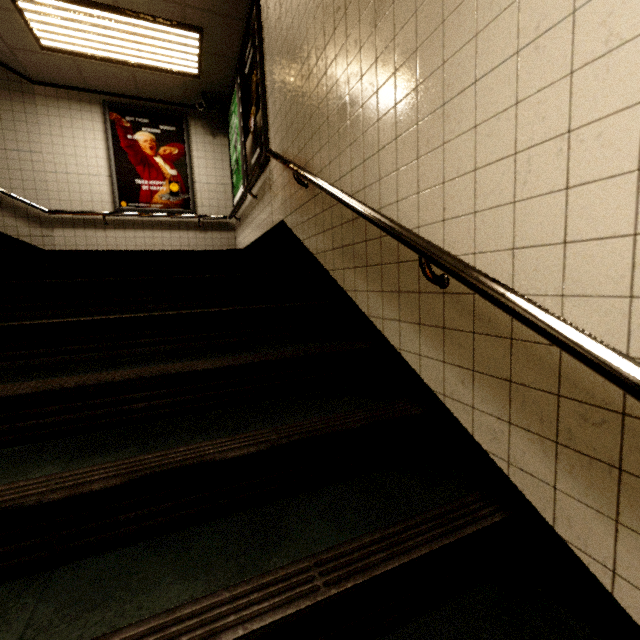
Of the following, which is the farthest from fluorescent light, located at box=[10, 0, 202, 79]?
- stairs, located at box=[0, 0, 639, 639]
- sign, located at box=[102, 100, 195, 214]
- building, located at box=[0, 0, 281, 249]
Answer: stairs, located at box=[0, 0, 639, 639]

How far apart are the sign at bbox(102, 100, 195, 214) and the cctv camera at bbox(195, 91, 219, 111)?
0.4 meters

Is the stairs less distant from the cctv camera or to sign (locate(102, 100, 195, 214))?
the cctv camera

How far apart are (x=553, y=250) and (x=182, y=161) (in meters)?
6.43

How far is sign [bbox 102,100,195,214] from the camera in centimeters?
541cm

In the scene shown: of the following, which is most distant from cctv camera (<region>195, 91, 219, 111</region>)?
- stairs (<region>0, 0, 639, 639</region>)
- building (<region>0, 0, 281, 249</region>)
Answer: stairs (<region>0, 0, 639, 639</region>)

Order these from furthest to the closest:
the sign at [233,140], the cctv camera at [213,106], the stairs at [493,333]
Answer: the cctv camera at [213,106]
the sign at [233,140]
the stairs at [493,333]

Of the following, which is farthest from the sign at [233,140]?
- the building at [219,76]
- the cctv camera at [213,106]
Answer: the cctv camera at [213,106]
